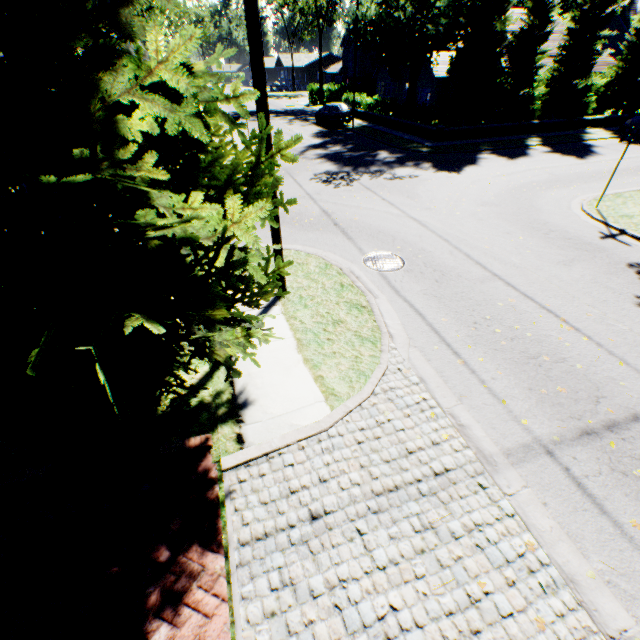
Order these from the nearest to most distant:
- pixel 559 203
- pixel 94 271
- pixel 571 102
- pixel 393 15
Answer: pixel 94 271
pixel 559 203
pixel 571 102
pixel 393 15

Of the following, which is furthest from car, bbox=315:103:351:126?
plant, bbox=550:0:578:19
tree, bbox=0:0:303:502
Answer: plant, bbox=550:0:578:19

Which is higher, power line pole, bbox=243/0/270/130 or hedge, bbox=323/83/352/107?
power line pole, bbox=243/0/270/130

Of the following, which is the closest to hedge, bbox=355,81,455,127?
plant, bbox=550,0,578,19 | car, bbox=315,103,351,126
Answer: plant, bbox=550,0,578,19

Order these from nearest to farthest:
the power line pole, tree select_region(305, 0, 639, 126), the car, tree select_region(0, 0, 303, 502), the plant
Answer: tree select_region(0, 0, 303, 502), the power line pole, tree select_region(305, 0, 639, 126), the car, the plant

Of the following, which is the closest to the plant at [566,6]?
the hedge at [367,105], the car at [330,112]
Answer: the hedge at [367,105]

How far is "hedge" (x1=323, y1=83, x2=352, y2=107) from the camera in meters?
35.2 m

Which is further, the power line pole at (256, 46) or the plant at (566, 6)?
the plant at (566, 6)
